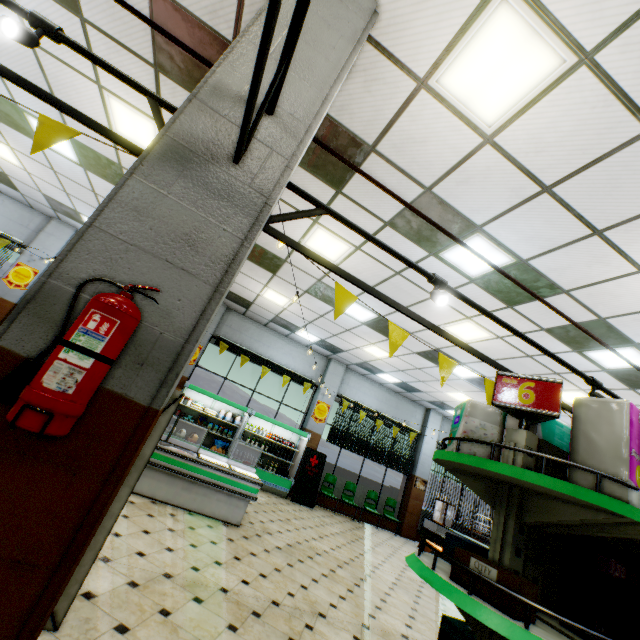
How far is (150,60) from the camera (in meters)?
3.86

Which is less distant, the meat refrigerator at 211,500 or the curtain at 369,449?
the meat refrigerator at 211,500

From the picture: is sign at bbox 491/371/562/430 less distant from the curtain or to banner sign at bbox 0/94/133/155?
banner sign at bbox 0/94/133/155

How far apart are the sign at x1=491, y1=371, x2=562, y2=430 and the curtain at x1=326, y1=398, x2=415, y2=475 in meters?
10.5 m

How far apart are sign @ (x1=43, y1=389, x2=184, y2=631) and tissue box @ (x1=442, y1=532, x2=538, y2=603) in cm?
205

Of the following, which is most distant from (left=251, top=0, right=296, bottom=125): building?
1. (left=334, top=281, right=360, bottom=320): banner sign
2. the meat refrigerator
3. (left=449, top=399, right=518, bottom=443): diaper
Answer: (left=449, top=399, right=518, bottom=443): diaper

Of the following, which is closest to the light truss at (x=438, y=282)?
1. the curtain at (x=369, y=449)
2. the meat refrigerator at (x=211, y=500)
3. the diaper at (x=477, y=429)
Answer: the diaper at (x=477, y=429)

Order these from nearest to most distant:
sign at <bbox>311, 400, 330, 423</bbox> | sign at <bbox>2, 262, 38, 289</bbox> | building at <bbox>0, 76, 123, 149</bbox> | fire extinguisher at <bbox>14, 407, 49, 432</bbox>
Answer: fire extinguisher at <bbox>14, 407, 49, 432</bbox> < building at <bbox>0, 76, 123, 149</bbox> < sign at <bbox>2, 262, 38, 289</bbox> < sign at <bbox>311, 400, 330, 423</bbox>
